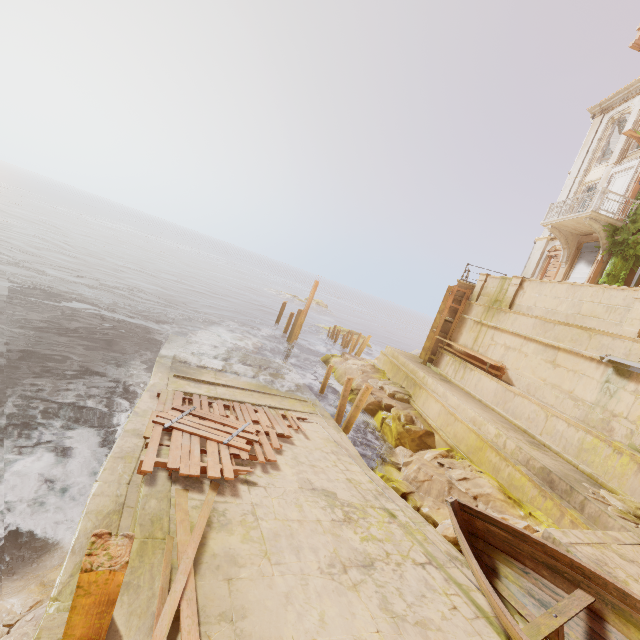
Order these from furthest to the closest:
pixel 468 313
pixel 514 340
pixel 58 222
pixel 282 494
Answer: pixel 58 222 → pixel 468 313 → pixel 514 340 → pixel 282 494

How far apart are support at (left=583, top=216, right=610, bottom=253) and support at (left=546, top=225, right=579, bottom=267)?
2.1m

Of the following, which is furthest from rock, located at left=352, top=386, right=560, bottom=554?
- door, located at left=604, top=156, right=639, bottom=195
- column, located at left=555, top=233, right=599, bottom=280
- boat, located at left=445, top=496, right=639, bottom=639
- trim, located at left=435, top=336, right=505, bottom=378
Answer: door, located at left=604, top=156, right=639, bottom=195

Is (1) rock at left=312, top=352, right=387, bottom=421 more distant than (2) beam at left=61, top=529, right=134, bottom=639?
Yes

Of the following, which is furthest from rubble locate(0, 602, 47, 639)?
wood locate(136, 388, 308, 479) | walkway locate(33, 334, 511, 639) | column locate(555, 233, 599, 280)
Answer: column locate(555, 233, 599, 280)

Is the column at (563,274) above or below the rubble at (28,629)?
above

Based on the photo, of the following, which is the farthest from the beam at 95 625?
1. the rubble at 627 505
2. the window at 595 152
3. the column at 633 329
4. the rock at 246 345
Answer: the window at 595 152

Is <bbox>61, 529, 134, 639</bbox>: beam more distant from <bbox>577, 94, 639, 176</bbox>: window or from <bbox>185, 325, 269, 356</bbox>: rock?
<bbox>577, 94, 639, 176</bbox>: window
